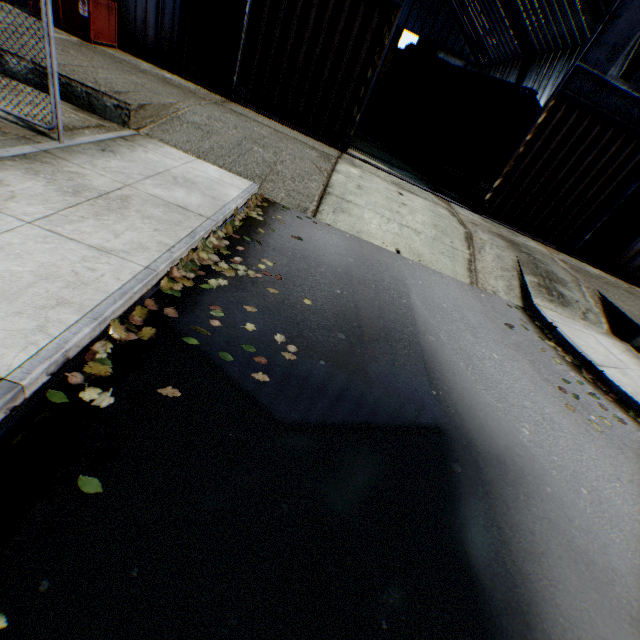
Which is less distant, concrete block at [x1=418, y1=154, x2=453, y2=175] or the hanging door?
the hanging door

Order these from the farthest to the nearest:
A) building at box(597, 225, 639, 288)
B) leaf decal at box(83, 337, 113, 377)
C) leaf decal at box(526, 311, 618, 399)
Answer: building at box(597, 225, 639, 288) < leaf decal at box(526, 311, 618, 399) < leaf decal at box(83, 337, 113, 377)

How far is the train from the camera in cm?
1414

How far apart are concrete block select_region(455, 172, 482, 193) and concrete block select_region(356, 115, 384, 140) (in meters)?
6.66

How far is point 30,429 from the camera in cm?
231

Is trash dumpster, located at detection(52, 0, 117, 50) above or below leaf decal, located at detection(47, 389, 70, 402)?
above

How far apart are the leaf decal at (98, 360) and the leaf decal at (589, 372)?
7.1m

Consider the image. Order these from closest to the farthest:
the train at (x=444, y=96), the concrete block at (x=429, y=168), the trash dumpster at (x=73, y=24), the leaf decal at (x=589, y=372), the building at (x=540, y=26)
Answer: the leaf decal at (x=589, y=372) < the trash dumpster at (x=73, y=24) < the train at (x=444, y=96) < the concrete block at (x=429, y=168) < the building at (x=540, y=26)
